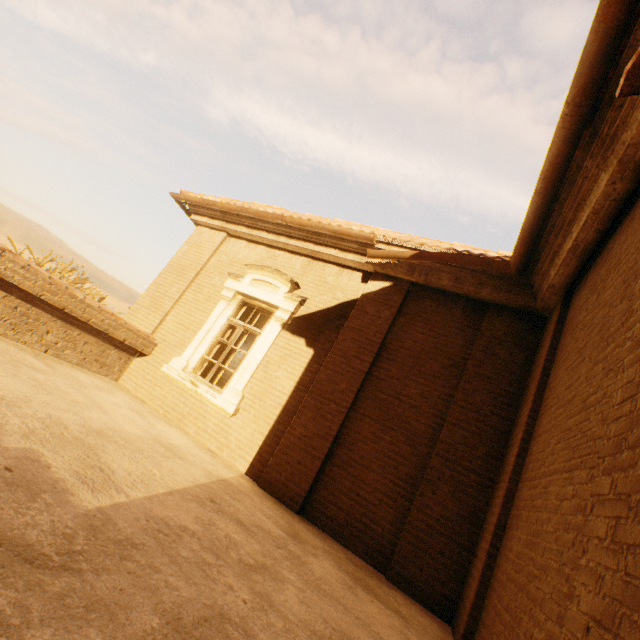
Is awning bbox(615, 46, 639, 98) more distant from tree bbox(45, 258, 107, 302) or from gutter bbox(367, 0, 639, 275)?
tree bbox(45, 258, 107, 302)

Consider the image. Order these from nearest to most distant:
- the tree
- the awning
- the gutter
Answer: the awning < the gutter < the tree

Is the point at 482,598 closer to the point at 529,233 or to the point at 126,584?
the point at 126,584

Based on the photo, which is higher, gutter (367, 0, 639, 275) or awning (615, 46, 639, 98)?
gutter (367, 0, 639, 275)

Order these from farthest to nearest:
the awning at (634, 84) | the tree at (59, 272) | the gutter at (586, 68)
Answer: the tree at (59, 272), the gutter at (586, 68), the awning at (634, 84)

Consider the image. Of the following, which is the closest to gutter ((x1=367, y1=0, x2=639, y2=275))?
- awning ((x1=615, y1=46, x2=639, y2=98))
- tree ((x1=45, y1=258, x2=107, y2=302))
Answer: awning ((x1=615, y1=46, x2=639, y2=98))

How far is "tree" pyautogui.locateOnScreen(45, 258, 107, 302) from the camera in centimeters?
3111cm

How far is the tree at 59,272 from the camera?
31.1 meters
